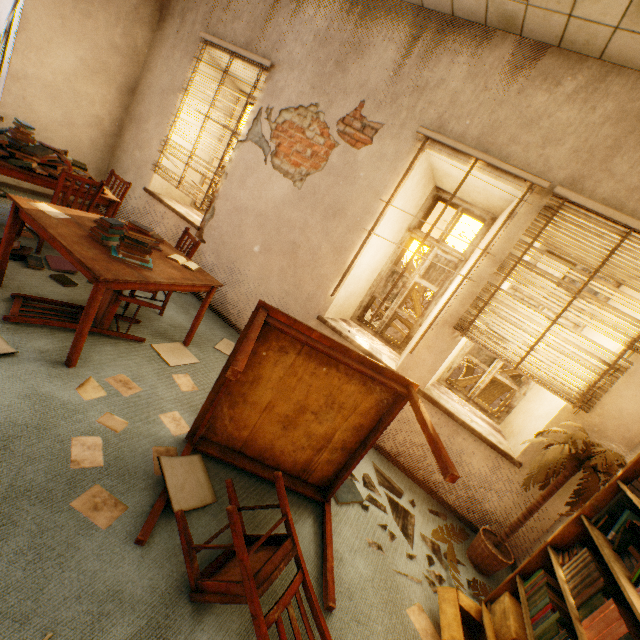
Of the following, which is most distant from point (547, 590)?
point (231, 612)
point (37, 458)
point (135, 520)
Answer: point (37, 458)

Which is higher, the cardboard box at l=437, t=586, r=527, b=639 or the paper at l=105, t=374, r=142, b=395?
the cardboard box at l=437, t=586, r=527, b=639

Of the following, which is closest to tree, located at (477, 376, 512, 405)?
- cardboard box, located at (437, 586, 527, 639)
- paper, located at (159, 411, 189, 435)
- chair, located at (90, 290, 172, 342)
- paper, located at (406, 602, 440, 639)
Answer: cardboard box, located at (437, 586, 527, 639)

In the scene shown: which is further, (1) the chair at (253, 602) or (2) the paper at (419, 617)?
(2) the paper at (419, 617)

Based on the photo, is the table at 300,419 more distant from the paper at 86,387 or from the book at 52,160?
the book at 52,160

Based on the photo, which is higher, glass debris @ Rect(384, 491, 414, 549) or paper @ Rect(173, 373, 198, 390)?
glass debris @ Rect(384, 491, 414, 549)

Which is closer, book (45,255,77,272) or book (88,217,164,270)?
book (88,217,164,270)

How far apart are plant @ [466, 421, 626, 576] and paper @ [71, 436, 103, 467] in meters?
2.7
